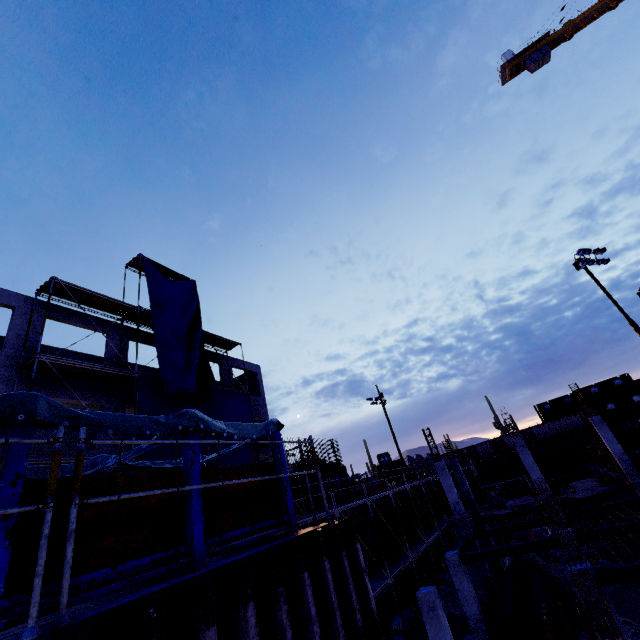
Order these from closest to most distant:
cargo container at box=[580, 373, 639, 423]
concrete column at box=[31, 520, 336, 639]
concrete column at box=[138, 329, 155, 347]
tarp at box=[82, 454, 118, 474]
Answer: concrete column at box=[31, 520, 336, 639] < tarp at box=[82, 454, 118, 474] < concrete column at box=[138, 329, 155, 347] < cargo container at box=[580, 373, 639, 423]

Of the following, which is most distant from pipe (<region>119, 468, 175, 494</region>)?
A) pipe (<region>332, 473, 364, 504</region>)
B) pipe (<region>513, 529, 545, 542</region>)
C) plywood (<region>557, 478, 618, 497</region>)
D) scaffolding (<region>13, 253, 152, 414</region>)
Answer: pipe (<region>513, 529, 545, 542</region>)

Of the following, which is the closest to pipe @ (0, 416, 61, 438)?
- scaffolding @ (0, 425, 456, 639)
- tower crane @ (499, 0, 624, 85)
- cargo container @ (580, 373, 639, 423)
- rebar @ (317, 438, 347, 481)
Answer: scaffolding @ (0, 425, 456, 639)

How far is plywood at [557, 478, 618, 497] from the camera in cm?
2025

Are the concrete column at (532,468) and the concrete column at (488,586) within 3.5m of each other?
no

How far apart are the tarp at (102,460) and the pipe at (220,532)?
0.0 meters

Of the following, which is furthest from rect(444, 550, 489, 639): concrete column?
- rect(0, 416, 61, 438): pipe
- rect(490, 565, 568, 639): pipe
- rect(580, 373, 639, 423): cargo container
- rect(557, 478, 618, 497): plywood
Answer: rect(580, 373, 639, 423): cargo container

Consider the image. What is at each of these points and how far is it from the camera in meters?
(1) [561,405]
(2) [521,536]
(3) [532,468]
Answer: (1) cargo container, 48.1 m
(2) pipe, 25.3 m
(3) concrete column, 18.7 m
